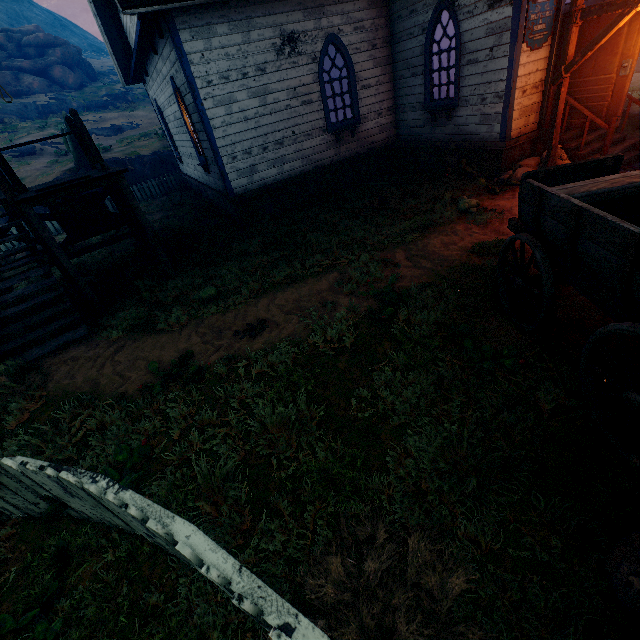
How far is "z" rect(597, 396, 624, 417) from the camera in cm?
265

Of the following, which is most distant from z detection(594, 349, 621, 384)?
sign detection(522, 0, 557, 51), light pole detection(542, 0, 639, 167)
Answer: sign detection(522, 0, 557, 51)

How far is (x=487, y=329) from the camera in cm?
409

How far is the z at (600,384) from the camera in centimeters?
281cm

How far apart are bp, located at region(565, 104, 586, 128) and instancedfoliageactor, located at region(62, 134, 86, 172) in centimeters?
2028cm

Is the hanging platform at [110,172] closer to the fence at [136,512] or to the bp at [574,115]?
the fence at [136,512]

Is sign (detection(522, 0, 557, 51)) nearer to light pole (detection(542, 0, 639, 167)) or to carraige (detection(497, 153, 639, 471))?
light pole (detection(542, 0, 639, 167))

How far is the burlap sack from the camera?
7.6 meters
